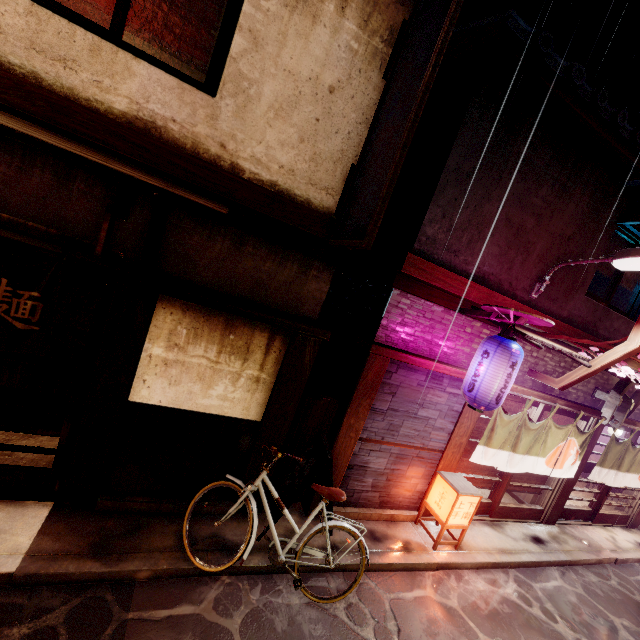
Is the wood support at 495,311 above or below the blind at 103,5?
below

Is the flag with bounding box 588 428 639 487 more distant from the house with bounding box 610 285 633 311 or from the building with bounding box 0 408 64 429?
the building with bounding box 0 408 64 429

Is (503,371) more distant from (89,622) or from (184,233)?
(89,622)

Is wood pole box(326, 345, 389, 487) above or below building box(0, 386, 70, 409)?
above

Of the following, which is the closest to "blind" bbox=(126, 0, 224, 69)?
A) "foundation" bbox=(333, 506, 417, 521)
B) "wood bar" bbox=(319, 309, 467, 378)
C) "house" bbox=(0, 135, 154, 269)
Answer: "house" bbox=(0, 135, 154, 269)

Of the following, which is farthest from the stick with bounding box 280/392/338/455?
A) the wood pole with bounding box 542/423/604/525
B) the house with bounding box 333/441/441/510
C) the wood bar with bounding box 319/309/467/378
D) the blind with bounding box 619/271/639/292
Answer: the blind with bounding box 619/271/639/292

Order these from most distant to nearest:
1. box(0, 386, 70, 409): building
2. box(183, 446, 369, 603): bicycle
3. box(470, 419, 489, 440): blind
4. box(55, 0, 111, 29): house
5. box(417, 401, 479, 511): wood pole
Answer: box(470, 419, 489, 440): blind → box(417, 401, 479, 511): wood pole → box(0, 386, 70, 409): building → box(55, 0, 111, 29): house → box(183, 446, 369, 603): bicycle

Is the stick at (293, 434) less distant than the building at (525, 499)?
Yes
